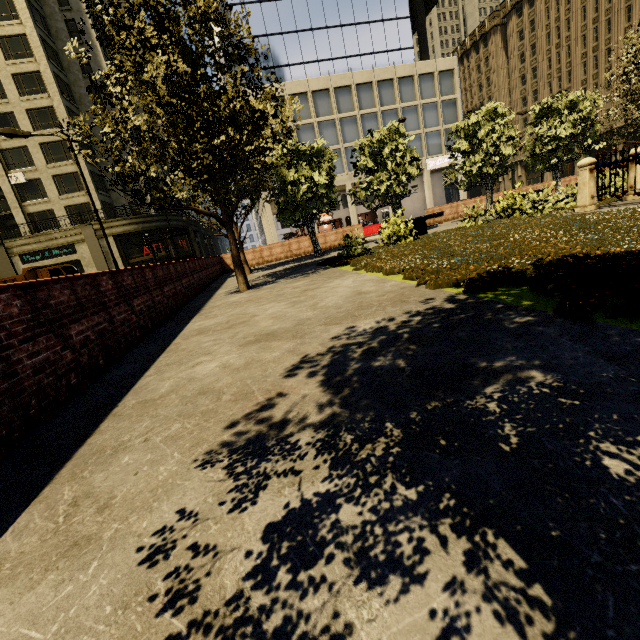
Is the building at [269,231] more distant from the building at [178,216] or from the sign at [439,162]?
the building at [178,216]

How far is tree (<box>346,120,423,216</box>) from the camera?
16.6m

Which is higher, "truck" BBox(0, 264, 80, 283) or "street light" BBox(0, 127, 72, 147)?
"street light" BBox(0, 127, 72, 147)

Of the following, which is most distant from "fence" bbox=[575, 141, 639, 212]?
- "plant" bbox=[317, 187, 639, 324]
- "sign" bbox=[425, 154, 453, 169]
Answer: "sign" bbox=[425, 154, 453, 169]

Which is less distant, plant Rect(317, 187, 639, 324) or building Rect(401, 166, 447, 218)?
plant Rect(317, 187, 639, 324)

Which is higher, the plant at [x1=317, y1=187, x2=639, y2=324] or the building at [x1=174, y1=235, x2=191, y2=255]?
the building at [x1=174, y1=235, x2=191, y2=255]

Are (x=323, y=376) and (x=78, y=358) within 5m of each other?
yes

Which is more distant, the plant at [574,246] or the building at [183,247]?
the building at [183,247]
